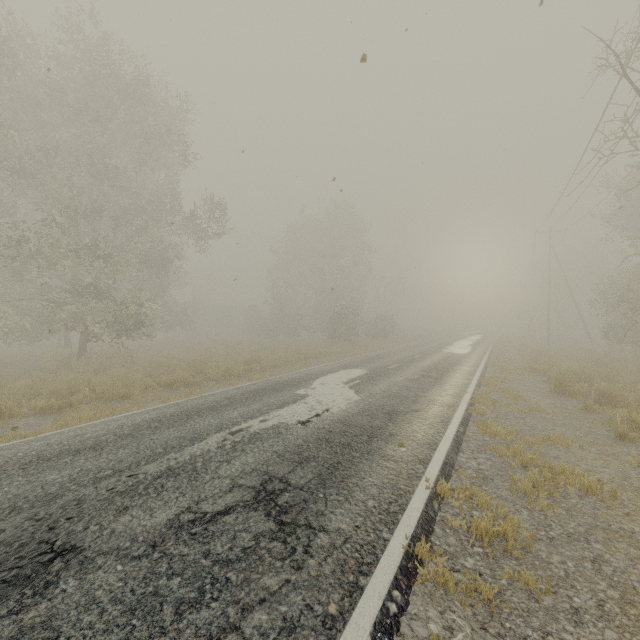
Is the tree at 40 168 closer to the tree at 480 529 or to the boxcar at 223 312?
the tree at 480 529

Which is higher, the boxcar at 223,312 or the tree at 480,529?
the boxcar at 223,312

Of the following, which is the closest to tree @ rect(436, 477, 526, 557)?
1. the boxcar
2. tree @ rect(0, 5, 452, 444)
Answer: tree @ rect(0, 5, 452, 444)

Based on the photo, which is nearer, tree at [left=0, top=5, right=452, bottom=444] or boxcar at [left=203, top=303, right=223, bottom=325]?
tree at [left=0, top=5, right=452, bottom=444]

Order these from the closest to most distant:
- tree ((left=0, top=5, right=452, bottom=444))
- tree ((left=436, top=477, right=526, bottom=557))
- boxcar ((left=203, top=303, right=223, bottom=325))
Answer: tree ((left=436, top=477, right=526, bottom=557)) < tree ((left=0, top=5, right=452, bottom=444)) < boxcar ((left=203, top=303, right=223, bottom=325))

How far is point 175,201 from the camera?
20.3m

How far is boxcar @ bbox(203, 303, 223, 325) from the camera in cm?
5672

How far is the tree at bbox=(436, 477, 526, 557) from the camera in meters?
3.5
